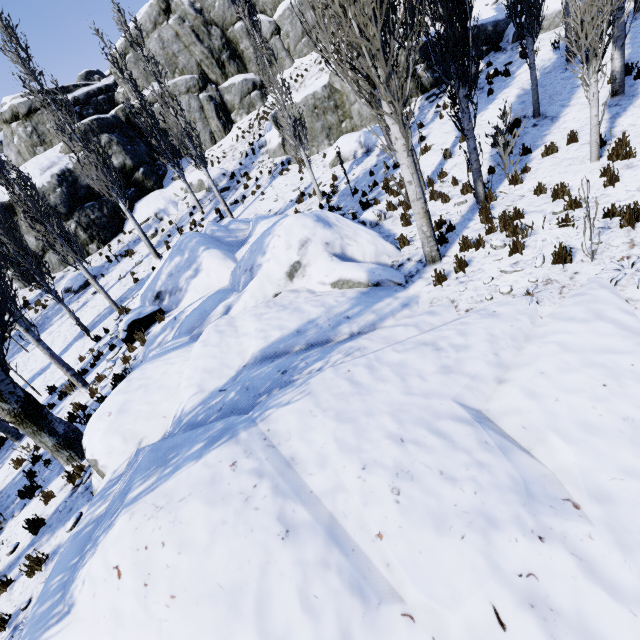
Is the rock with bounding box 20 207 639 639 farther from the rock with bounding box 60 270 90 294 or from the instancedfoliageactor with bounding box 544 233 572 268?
the rock with bounding box 60 270 90 294

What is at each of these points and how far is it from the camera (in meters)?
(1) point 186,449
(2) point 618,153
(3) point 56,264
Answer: (1) rock, 4.22
(2) instancedfoliageactor, 7.25
(3) rock, 22.80

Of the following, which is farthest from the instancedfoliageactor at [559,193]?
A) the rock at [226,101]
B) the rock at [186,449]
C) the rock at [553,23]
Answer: the rock at [553,23]

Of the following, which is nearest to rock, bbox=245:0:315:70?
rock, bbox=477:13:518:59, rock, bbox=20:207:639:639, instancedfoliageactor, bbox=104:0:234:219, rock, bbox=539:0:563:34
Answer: instancedfoliageactor, bbox=104:0:234:219

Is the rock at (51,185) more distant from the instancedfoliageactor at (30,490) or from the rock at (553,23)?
the rock at (553,23)

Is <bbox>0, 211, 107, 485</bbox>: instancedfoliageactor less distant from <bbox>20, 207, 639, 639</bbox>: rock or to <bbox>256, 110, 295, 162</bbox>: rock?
<bbox>20, 207, 639, 639</bbox>: rock
